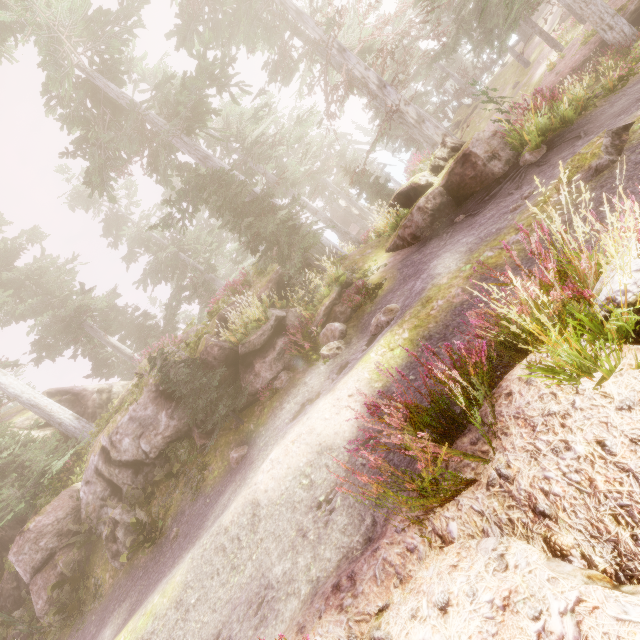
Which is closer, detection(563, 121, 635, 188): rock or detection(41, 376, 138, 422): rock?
detection(563, 121, 635, 188): rock

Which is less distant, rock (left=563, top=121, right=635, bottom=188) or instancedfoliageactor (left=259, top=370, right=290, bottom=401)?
rock (left=563, top=121, right=635, bottom=188)

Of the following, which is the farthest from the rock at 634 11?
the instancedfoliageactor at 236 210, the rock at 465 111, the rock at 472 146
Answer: the rock at 465 111

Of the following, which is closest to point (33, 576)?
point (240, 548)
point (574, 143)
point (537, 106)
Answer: point (240, 548)

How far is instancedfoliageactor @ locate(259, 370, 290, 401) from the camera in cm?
952

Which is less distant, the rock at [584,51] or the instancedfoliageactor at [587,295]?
the instancedfoliageactor at [587,295]

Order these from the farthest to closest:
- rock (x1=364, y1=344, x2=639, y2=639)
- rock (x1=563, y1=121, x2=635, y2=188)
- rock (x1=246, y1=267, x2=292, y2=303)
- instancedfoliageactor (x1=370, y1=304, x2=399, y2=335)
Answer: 1. rock (x1=246, y1=267, x2=292, y2=303)
2. instancedfoliageactor (x1=370, y1=304, x2=399, y2=335)
3. rock (x1=563, y1=121, x2=635, y2=188)
4. rock (x1=364, y1=344, x2=639, y2=639)

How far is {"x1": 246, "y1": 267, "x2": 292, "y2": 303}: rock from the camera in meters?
13.0
